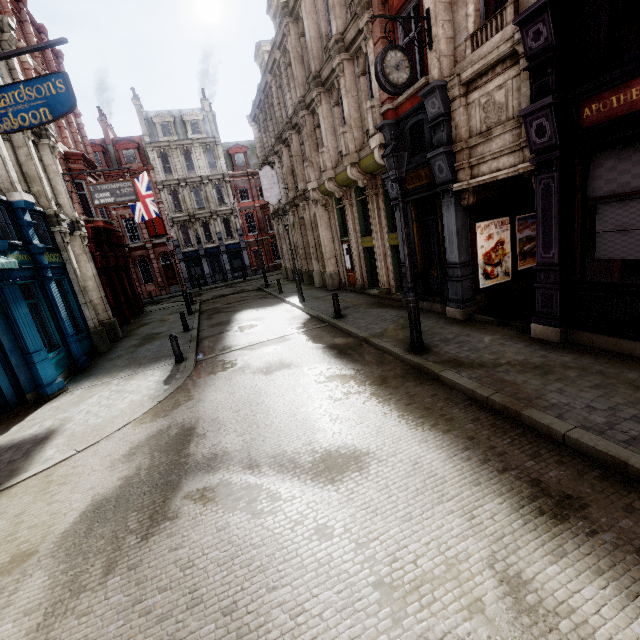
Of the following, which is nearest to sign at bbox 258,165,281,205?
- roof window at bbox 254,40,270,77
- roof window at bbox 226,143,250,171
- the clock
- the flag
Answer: roof window at bbox 254,40,270,77

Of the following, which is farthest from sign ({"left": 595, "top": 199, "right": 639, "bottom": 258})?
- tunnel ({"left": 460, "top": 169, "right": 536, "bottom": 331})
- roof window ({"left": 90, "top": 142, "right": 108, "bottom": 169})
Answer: roof window ({"left": 90, "top": 142, "right": 108, "bottom": 169})

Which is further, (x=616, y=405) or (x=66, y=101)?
(x=66, y=101)

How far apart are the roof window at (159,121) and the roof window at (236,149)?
5.4m

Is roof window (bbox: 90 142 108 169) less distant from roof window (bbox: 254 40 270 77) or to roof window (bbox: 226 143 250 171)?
roof window (bbox: 226 143 250 171)

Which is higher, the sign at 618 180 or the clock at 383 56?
the clock at 383 56

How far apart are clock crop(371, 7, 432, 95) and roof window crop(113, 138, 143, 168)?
37.13m

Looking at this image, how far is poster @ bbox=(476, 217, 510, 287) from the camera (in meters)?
9.40
